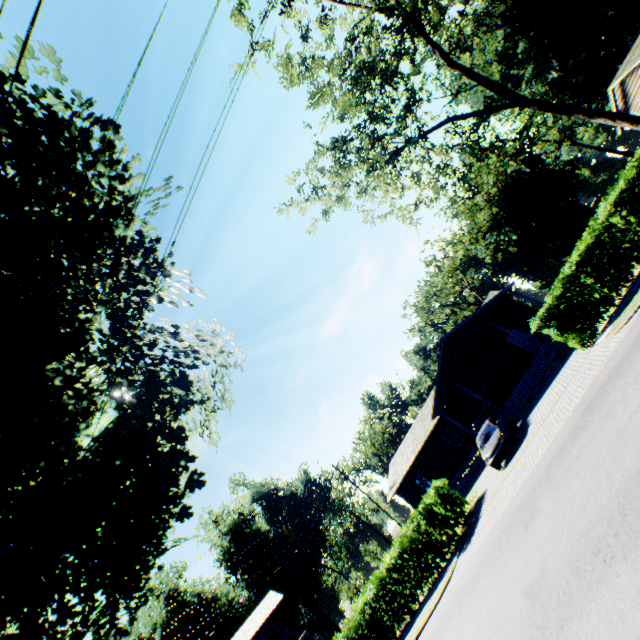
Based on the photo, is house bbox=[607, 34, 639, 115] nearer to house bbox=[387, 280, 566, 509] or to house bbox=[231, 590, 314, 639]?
house bbox=[387, 280, 566, 509]

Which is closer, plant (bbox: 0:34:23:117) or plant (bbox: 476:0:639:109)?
plant (bbox: 0:34:23:117)

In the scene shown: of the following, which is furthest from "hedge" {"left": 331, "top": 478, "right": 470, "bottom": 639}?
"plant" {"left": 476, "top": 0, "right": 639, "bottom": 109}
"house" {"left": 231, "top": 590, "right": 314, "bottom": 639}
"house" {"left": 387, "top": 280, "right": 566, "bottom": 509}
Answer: "house" {"left": 231, "top": 590, "right": 314, "bottom": 639}

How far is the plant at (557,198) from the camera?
46.7m

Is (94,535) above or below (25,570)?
below

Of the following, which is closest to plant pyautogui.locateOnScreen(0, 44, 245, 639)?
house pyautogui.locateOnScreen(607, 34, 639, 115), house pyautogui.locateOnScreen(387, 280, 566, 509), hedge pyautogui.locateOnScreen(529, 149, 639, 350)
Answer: hedge pyautogui.locateOnScreen(529, 149, 639, 350)

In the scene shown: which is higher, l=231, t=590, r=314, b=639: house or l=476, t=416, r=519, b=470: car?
l=231, t=590, r=314, b=639: house
